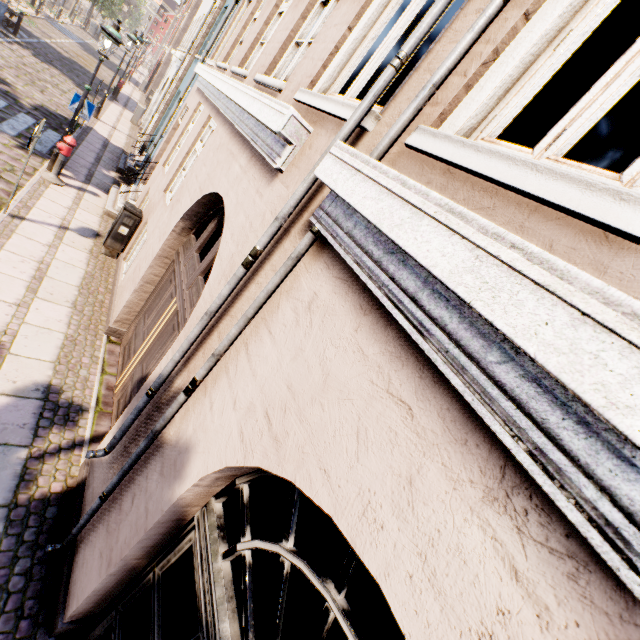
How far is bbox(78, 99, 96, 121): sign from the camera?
8.5 meters

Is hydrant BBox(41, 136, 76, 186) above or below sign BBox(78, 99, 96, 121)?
below

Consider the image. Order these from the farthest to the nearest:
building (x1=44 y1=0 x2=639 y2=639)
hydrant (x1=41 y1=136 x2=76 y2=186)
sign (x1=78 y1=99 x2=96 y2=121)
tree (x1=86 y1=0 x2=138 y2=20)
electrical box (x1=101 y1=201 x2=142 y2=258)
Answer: tree (x1=86 y1=0 x2=138 y2=20), sign (x1=78 y1=99 x2=96 y2=121), hydrant (x1=41 y1=136 x2=76 y2=186), electrical box (x1=101 y1=201 x2=142 y2=258), building (x1=44 y1=0 x2=639 y2=639)

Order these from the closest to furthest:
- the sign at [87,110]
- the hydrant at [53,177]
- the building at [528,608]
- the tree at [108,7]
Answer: the building at [528,608]
the hydrant at [53,177]
the sign at [87,110]
the tree at [108,7]

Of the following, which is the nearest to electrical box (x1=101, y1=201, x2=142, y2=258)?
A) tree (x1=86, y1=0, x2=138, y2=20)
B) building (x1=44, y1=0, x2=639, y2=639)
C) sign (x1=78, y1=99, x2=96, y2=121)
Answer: building (x1=44, y1=0, x2=639, y2=639)

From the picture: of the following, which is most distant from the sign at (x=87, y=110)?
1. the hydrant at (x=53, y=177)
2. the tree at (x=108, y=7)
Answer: the tree at (x=108, y=7)

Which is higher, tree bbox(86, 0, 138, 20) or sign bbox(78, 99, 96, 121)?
tree bbox(86, 0, 138, 20)

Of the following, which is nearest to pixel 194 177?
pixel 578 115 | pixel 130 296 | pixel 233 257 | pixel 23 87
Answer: pixel 130 296
